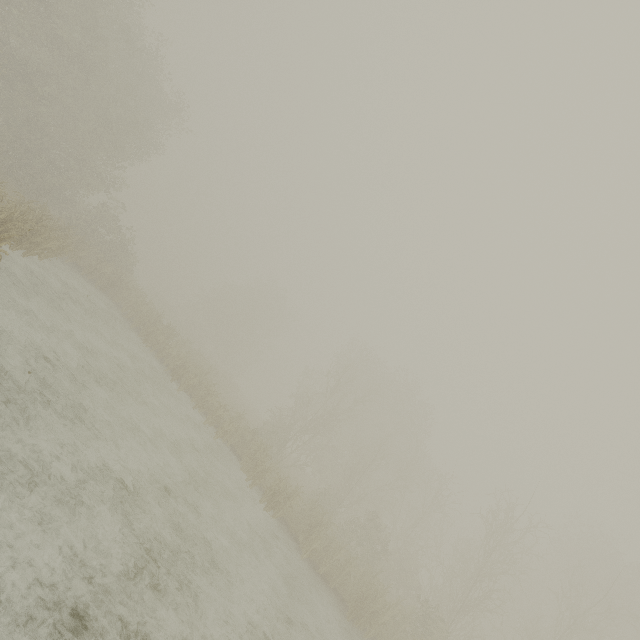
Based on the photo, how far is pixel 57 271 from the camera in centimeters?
1745cm
